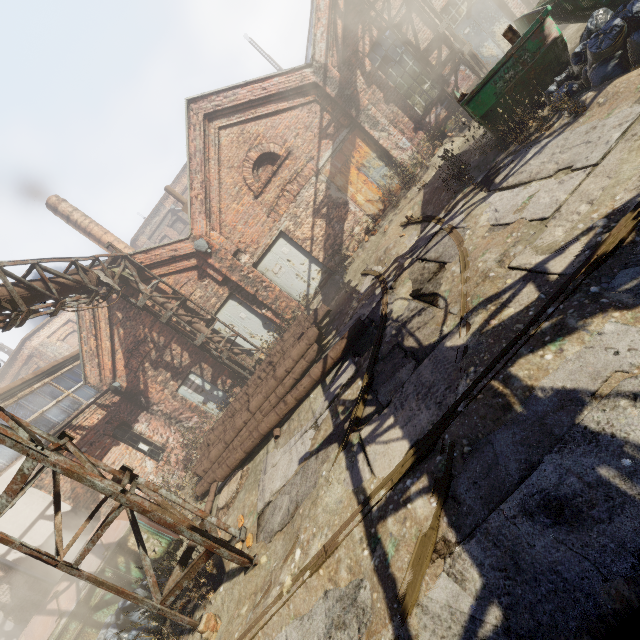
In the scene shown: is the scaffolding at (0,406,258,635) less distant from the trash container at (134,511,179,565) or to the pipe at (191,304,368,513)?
the pipe at (191,304,368,513)

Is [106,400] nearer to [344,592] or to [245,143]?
[245,143]

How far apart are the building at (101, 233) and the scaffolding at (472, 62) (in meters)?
15.60

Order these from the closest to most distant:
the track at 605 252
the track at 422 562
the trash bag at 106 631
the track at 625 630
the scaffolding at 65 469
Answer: the track at 625 630 < the track at 422 562 < the track at 605 252 < the scaffolding at 65 469 < the trash bag at 106 631

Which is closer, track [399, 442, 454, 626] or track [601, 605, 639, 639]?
track [601, 605, 639, 639]

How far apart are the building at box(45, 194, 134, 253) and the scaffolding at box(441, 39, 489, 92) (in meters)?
15.60

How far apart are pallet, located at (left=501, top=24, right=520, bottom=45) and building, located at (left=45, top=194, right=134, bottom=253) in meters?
17.5 m

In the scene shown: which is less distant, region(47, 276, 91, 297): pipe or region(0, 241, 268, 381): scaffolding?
region(0, 241, 268, 381): scaffolding
